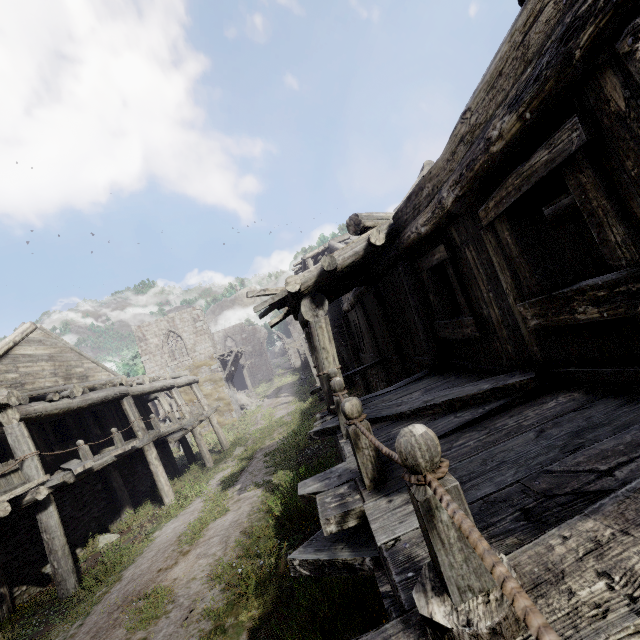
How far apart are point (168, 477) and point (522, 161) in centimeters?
1949cm

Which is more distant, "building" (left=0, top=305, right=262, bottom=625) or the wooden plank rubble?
the wooden plank rubble

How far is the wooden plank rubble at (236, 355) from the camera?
29.9m

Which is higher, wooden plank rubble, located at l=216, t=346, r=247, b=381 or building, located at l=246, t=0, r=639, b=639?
wooden plank rubble, located at l=216, t=346, r=247, b=381

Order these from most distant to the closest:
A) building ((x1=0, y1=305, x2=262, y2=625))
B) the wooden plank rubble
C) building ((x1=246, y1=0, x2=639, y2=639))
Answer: the wooden plank rubble
building ((x1=0, y1=305, x2=262, y2=625))
building ((x1=246, y1=0, x2=639, y2=639))

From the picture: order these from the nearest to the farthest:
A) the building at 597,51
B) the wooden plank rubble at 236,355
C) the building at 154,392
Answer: the building at 597,51 < the building at 154,392 < the wooden plank rubble at 236,355

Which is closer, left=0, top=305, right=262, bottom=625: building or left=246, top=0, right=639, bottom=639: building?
left=246, top=0, right=639, bottom=639: building
